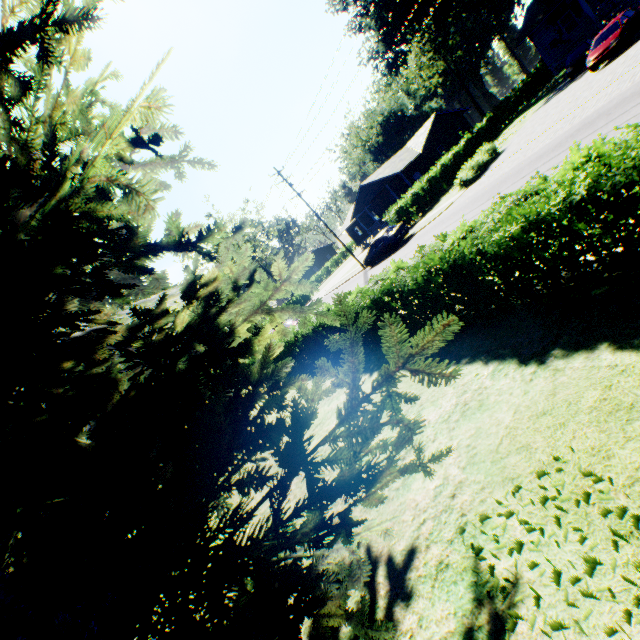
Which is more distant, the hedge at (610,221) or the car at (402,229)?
the car at (402,229)

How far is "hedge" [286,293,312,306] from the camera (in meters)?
51.53

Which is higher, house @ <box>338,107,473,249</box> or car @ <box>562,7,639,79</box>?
house @ <box>338,107,473,249</box>

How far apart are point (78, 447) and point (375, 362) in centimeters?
692cm

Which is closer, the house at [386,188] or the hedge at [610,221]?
the hedge at [610,221]

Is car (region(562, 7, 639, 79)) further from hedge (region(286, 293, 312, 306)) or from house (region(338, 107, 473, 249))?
hedge (region(286, 293, 312, 306))

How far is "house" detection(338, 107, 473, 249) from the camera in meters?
36.8 m

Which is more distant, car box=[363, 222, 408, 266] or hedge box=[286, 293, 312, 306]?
hedge box=[286, 293, 312, 306]
